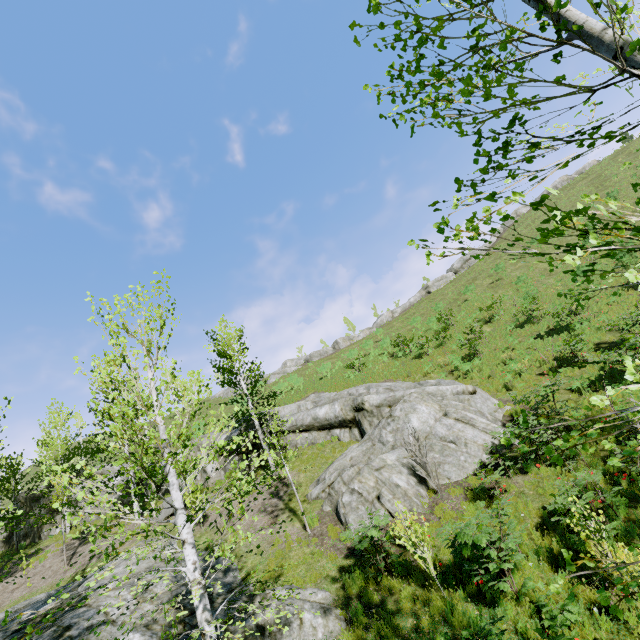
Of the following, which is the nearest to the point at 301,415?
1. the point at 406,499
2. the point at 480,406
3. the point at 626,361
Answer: the point at 406,499

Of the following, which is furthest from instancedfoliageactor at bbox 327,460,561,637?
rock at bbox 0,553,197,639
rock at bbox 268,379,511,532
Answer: rock at bbox 268,379,511,532

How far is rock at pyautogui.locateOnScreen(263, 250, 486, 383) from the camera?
44.4 meters

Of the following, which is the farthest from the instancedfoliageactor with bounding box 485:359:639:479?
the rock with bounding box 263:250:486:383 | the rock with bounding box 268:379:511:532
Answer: the rock with bounding box 263:250:486:383

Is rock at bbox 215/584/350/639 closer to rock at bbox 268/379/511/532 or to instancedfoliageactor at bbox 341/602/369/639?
instancedfoliageactor at bbox 341/602/369/639

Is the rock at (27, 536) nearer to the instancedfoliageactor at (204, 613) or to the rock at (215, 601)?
the rock at (215, 601)
